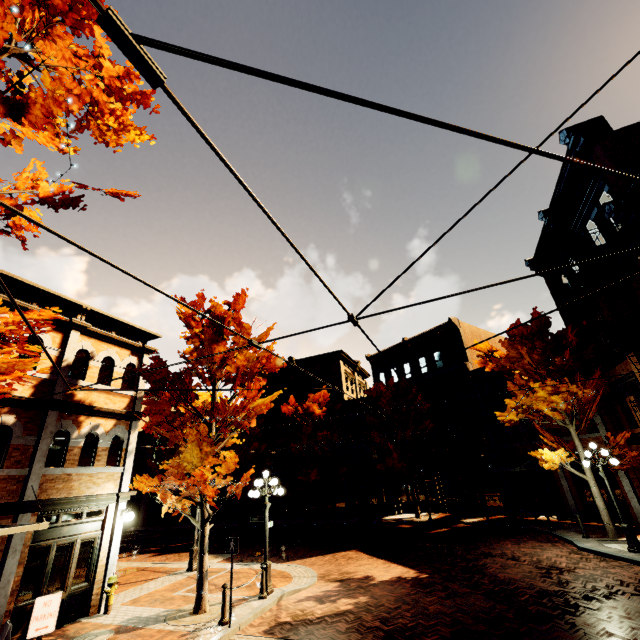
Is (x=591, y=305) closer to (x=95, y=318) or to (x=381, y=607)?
(x=381, y=607)

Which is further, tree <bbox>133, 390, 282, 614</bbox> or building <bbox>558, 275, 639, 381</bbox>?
building <bbox>558, 275, 639, 381</bbox>

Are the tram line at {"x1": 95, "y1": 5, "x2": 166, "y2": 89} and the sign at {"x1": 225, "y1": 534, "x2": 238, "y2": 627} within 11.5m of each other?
yes

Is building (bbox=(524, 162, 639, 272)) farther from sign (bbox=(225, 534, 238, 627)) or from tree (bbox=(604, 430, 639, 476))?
sign (bbox=(225, 534, 238, 627))

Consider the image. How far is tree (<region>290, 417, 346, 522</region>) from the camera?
25.5m

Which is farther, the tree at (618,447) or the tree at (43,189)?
the tree at (618,447)

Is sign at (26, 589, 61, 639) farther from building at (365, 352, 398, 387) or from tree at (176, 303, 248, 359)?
building at (365, 352, 398, 387)

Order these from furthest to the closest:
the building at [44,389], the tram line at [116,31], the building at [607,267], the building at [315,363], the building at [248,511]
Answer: the building at [315,363] → the building at [248,511] → the building at [607,267] → the building at [44,389] → the tram line at [116,31]
